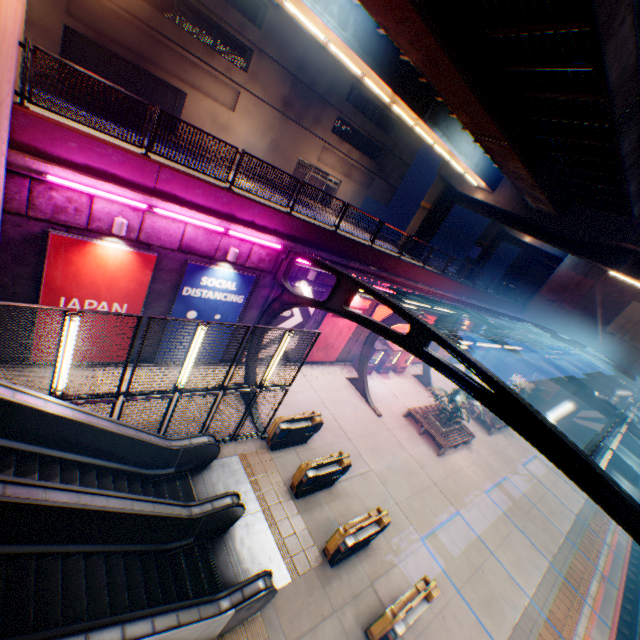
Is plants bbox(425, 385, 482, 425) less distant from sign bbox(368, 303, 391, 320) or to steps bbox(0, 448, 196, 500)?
sign bbox(368, 303, 391, 320)

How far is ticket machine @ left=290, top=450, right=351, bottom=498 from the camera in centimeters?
1002cm

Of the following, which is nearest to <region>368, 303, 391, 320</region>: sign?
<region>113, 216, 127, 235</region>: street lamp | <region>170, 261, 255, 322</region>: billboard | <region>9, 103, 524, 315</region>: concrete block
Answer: <region>9, 103, 524, 315</region>: concrete block

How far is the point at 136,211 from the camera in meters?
9.0 m

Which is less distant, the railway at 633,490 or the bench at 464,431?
the bench at 464,431

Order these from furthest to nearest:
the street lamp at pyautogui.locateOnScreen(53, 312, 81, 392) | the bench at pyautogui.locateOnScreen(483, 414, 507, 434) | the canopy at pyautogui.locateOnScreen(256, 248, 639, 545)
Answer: the bench at pyautogui.locateOnScreen(483, 414, 507, 434) < the street lamp at pyautogui.locateOnScreen(53, 312, 81, 392) < the canopy at pyautogui.locateOnScreen(256, 248, 639, 545)

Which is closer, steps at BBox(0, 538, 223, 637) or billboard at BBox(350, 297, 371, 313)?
steps at BBox(0, 538, 223, 637)

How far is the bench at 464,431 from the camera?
16.4m
